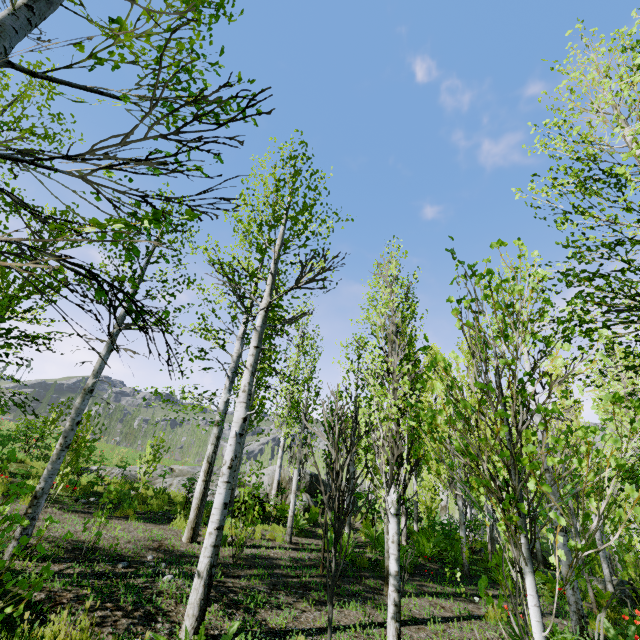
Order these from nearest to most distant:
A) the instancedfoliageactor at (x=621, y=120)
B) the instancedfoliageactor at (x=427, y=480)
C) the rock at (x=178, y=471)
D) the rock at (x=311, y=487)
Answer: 1. the instancedfoliageactor at (x=427, y=480)
2. the instancedfoliageactor at (x=621, y=120)
3. the rock at (x=178, y=471)
4. the rock at (x=311, y=487)

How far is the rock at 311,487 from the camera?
15.9m

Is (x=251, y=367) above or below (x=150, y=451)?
above

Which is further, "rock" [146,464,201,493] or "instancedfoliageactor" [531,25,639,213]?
"rock" [146,464,201,493]

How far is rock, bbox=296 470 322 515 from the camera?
15.87m

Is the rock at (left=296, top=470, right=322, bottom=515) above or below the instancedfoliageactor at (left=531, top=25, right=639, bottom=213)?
below
